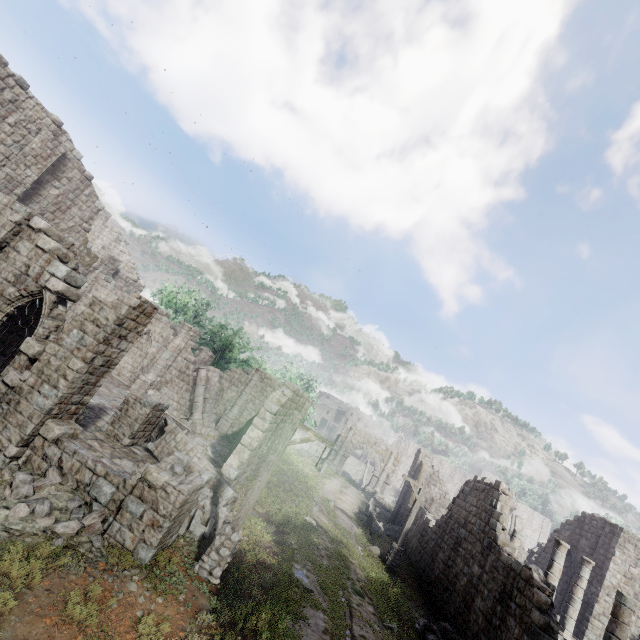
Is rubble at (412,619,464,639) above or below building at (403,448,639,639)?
below

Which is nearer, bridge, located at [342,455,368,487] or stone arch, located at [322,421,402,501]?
stone arch, located at [322,421,402,501]

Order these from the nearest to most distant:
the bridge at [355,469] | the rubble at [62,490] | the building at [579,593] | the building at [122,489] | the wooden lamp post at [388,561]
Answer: the rubble at [62,490] → the building at [122,489] → the building at [579,593] → the wooden lamp post at [388,561] → the bridge at [355,469]

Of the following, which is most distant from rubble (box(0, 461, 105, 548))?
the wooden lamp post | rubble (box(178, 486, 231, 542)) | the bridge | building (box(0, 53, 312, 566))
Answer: the bridge

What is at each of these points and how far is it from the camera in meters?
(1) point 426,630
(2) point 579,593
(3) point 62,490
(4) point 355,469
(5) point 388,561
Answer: (1) rubble, 12.8
(2) building, 16.6
(3) rubble, 8.2
(4) bridge, 49.8
(5) wooden lamp post, 17.6

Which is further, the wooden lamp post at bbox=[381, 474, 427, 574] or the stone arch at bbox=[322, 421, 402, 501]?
the stone arch at bbox=[322, 421, 402, 501]

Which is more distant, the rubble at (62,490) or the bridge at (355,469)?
the bridge at (355,469)

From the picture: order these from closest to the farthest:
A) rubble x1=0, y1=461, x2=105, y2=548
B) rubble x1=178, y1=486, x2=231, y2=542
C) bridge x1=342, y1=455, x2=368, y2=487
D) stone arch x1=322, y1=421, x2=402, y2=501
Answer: rubble x1=0, y1=461, x2=105, y2=548 < rubble x1=178, y1=486, x2=231, y2=542 < stone arch x1=322, y1=421, x2=402, y2=501 < bridge x1=342, y1=455, x2=368, y2=487
